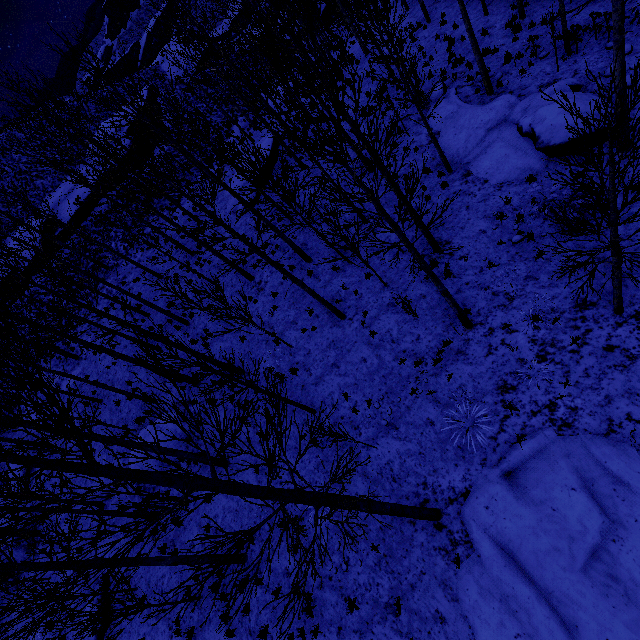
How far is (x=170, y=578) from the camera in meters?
11.4 m

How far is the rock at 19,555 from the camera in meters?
16.9

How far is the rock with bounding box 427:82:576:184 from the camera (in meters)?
→ 10.67

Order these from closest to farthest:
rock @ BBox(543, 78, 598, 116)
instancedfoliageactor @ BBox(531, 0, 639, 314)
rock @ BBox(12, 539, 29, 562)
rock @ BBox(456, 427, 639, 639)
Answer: instancedfoliageactor @ BBox(531, 0, 639, 314) → rock @ BBox(456, 427, 639, 639) → rock @ BBox(543, 78, 598, 116) → rock @ BBox(12, 539, 29, 562)

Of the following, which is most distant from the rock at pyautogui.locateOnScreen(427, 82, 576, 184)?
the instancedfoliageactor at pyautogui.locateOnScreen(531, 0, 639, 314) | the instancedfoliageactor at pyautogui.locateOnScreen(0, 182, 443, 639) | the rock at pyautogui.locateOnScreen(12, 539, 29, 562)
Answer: the rock at pyautogui.locateOnScreen(12, 539, 29, 562)

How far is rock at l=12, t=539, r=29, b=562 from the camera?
16.9m

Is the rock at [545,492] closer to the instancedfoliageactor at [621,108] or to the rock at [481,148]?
the instancedfoliageactor at [621,108]

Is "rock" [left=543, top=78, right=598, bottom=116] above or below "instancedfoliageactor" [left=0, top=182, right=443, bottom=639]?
below
